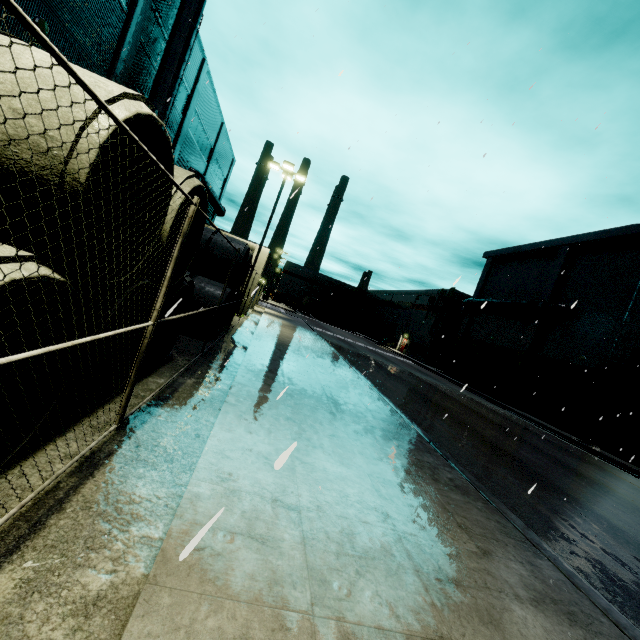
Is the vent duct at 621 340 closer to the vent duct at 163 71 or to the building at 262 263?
the building at 262 263

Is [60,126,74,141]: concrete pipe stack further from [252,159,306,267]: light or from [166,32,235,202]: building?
[252,159,306,267]: light

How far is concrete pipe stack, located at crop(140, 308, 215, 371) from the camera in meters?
6.0 m

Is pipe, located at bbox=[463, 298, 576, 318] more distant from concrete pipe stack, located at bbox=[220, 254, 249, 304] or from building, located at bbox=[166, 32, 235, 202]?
concrete pipe stack, located at bbox=[220, 254, 249, 304]

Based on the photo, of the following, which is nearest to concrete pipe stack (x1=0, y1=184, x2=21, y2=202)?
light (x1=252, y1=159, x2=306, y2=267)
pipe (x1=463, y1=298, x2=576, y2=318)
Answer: light (x1=252, y1=159, x2=306, y2=267)

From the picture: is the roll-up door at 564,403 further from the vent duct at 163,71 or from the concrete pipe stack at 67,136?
the vent duct at 163,71

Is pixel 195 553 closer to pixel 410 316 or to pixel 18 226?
pixel 18 226
